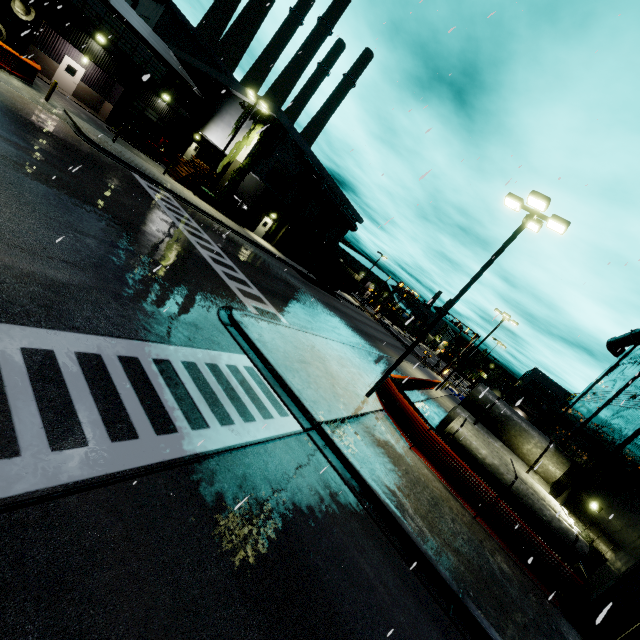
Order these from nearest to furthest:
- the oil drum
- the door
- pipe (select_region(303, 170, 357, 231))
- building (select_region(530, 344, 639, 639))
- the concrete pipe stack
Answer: building (select_region(530, 344, 639, 639)) < the concrete pipe stack < the door < the oil drum < pipe (select_region(303, 170, 357, 231))

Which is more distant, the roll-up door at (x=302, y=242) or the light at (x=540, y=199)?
the roll-up door at (x=302, y=242)

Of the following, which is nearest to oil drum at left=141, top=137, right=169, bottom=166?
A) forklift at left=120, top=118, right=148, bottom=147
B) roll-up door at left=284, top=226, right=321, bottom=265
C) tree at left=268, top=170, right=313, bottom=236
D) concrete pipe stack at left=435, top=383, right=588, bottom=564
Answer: forklift at left=120, top=118, right=148, bottom=147

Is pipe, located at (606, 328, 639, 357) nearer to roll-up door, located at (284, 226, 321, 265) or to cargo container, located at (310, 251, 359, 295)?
cargo container, located at (310, 251, 359, 295)

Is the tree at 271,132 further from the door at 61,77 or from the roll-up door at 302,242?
the roll-up door at 302,242

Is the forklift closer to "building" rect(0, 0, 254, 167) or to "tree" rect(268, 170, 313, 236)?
"building" rect(0, 0, 254, 167)

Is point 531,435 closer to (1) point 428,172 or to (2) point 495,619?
(2) point 495,619

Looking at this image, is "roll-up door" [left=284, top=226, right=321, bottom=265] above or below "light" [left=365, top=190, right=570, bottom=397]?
below
